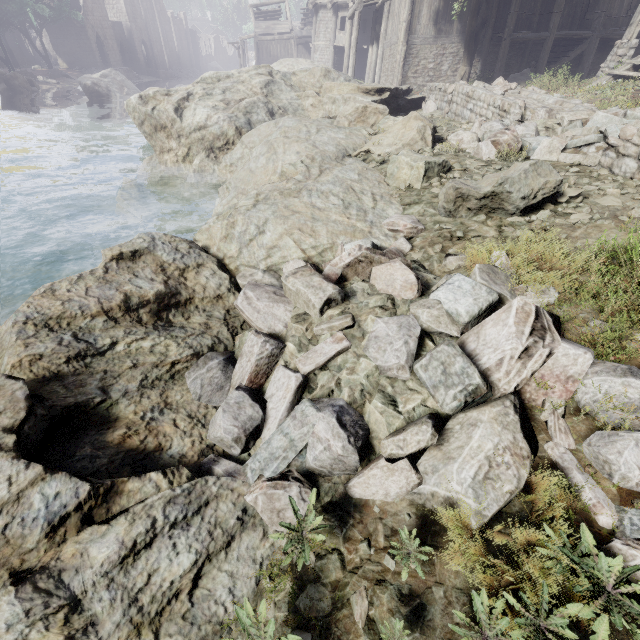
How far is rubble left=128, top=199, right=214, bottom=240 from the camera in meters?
9.1 m

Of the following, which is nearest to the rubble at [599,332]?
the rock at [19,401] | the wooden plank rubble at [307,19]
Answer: → the rock at [19,401]

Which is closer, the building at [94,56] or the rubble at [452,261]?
the rubble at [452,261]

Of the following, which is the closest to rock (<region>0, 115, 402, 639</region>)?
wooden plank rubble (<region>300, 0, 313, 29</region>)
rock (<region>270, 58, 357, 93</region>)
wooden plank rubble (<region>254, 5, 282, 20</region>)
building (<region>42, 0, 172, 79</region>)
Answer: rock (<region>270, 58, 357, 93</region>)

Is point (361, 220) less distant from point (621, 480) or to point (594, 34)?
point (621, 480)

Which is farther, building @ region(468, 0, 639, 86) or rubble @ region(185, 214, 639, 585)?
building @ region(468, 0, 639, 86)

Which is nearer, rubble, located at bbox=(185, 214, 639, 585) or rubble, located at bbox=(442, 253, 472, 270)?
rubble, located at bbox=(185, 214, 639, 585)

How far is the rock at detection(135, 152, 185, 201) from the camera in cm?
1012
